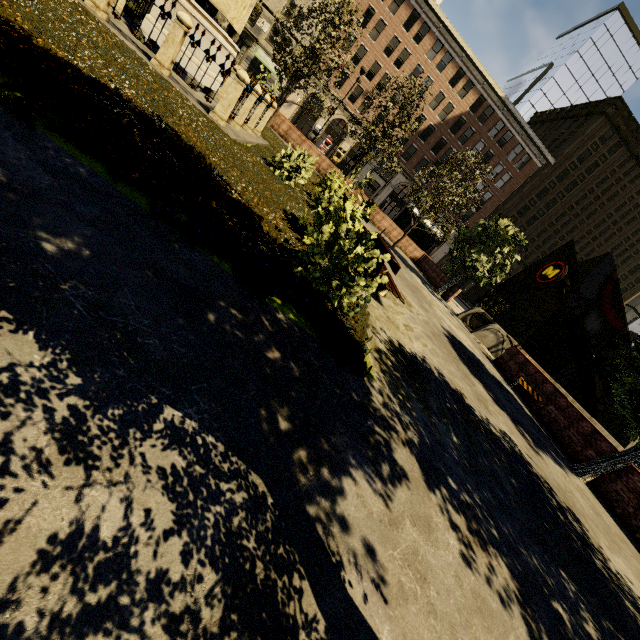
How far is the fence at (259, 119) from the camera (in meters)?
8.17

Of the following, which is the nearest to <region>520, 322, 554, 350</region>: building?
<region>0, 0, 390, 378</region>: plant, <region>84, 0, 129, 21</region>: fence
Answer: <region>0, 0, 390, 378</region>: plant

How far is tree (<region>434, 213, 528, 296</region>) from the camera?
18.3 meters

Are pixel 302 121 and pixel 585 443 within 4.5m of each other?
no

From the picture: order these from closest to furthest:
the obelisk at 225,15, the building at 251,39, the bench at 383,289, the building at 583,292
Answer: the bench at 383,289
the obelisk at 225,15
the building at 251,39
the building at 583,292

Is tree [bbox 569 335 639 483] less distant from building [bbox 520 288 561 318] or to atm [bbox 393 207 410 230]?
atm [bbox 393 207 410 230]

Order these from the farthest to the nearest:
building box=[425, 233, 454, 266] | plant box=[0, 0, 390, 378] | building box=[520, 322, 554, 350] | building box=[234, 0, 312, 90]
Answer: building box=[520, 322, 554, 350]
building box=[425, 233, 454, 266]
building box=[234, 0, 312, 90]
plant box=[0, 0, 390, 378]

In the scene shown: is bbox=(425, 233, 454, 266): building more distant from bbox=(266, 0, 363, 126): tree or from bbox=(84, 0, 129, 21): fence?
bbox=(84, 0, 129, 21): fence
